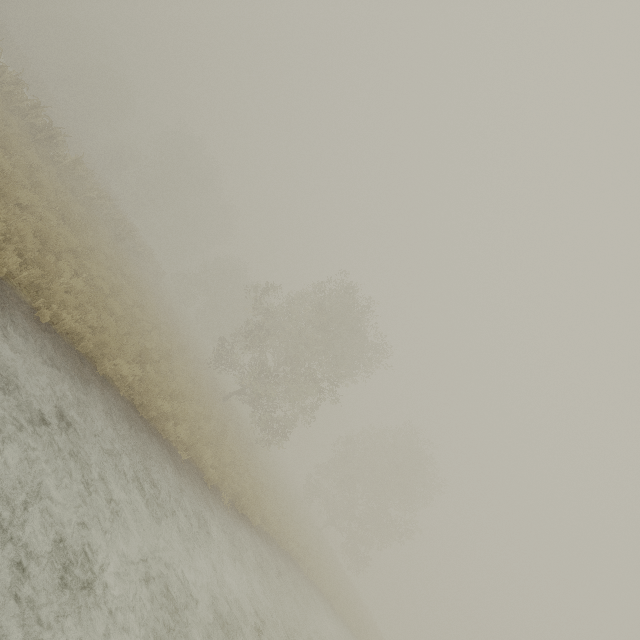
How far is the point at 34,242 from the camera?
7.4 meters
